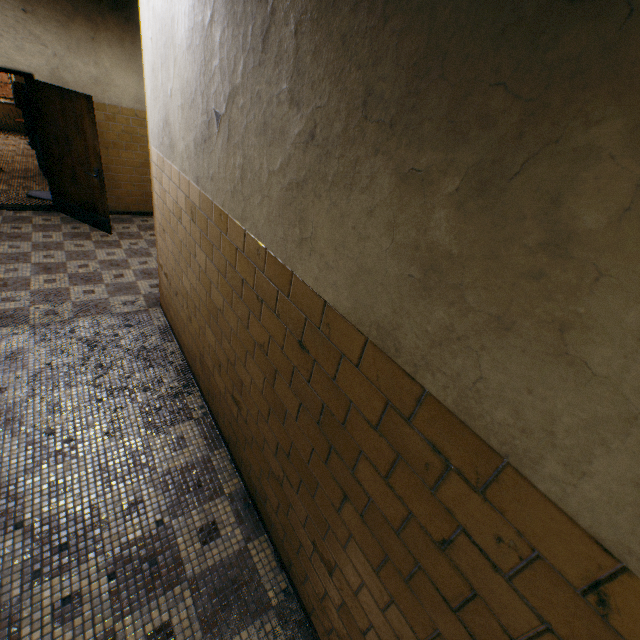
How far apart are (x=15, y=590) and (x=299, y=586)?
1.6m
